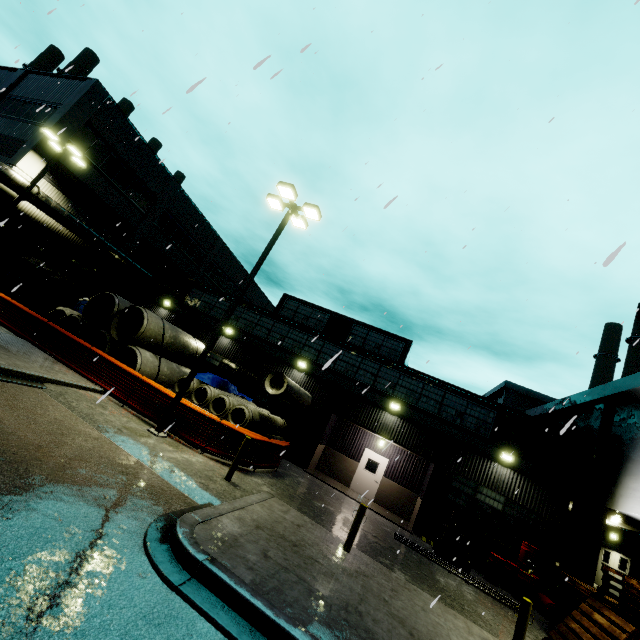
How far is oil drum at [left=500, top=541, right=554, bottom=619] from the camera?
12.9 meters

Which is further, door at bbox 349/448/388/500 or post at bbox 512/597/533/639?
door at bbox 349/448/388/500

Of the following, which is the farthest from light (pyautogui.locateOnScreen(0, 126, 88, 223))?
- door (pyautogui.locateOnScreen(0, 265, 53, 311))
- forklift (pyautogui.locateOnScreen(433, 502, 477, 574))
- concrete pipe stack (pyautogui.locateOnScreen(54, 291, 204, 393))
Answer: forklift (pyautogui.locateOnScreen(433, 502, 477, 574))

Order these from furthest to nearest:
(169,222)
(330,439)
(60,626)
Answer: (169,222)
(330,439)
(60,626)

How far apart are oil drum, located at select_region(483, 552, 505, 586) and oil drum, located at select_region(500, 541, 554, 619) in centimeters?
20cm

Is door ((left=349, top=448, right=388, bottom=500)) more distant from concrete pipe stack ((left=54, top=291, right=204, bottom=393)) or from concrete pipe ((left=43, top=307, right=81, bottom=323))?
concrete pipe ((left=43, top=307, right=81, bottom=323))

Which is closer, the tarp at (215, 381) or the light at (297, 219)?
the light at (297, 219)

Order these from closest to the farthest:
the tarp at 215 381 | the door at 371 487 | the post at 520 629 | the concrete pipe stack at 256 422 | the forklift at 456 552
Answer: the post at 520 629 < the forklift at 456 552 < the concrete pipe stack at 256 422 < the tarp at 215 381 < the door at 371 487
